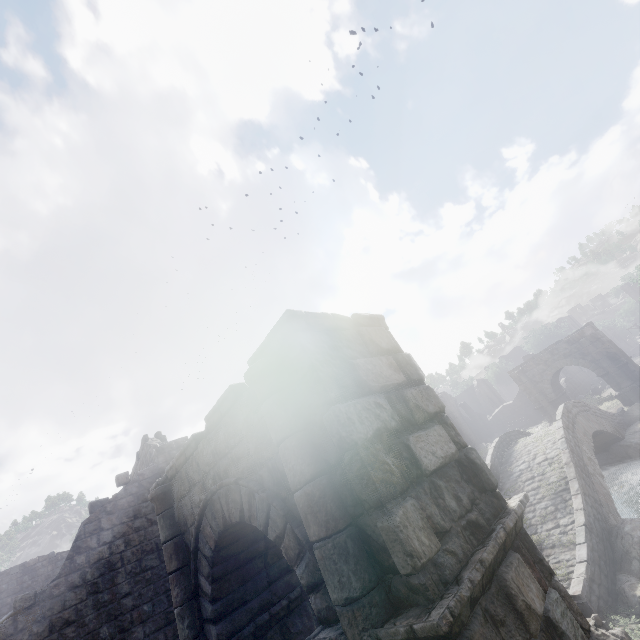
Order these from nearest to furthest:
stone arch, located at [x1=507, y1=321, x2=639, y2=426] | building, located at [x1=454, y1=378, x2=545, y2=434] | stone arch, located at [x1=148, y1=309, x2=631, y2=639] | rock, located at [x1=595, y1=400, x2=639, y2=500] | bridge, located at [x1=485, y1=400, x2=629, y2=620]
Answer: stone arch, located at [x1=148, y1=309, x2=631, y2=639] → bridge, located at [x1=485, y1=400, x2=629, y2=620] → rock, located at [x1=595, y1=400, x2=639, y2=500] → stone arch, located at [x1=507, y1=321, x2=639, y2=426] → building, located at [x1=454, y1=378, x2=545, y2=434]

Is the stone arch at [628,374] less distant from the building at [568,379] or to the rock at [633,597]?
the rock at [633,597]

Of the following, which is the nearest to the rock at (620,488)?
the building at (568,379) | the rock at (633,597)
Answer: the rock at (633,597)

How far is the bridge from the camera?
8.4m

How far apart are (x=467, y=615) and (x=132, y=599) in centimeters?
1158cm

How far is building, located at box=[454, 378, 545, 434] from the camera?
38.9m

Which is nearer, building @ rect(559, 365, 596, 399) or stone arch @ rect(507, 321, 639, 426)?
stone arch @ rect(507, 321, 639, 426)

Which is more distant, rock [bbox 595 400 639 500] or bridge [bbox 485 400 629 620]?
rock [bbox 595 400 639 500]
